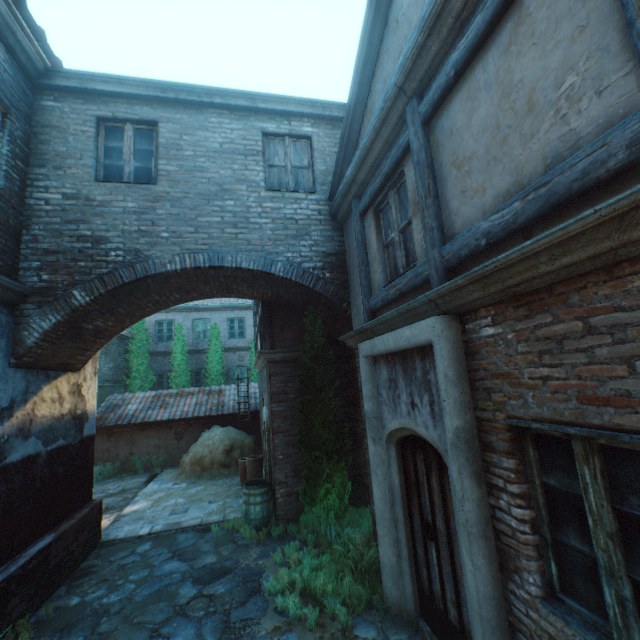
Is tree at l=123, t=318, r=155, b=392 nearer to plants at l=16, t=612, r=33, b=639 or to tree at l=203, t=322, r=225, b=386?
tree at l=203, t=322, r=225, b=386

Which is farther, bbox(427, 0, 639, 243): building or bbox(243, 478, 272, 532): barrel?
bbox(243, 478, 272, 532): barrel

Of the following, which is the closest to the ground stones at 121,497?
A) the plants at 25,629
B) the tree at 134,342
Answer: the plants at 25,629

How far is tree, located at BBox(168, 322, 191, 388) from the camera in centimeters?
1722cm

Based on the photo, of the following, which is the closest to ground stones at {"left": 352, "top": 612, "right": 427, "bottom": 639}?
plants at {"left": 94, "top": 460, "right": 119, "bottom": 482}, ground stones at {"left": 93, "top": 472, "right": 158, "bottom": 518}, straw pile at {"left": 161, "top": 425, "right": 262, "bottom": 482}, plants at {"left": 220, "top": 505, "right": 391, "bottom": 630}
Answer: plants at {"left": 220, "top": 505, "right": 391, "bottom": 630}

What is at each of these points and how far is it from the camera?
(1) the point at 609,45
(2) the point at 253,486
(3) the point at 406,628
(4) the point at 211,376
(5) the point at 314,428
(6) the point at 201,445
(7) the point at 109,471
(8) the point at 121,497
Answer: (1) building, 1.8 meters
(2) barrel, 7.2 meters
(3) ground stones, 4.1 meters
(4) tree, 17.4 meters
(5) tree, 6.5 meters
(6) straw pile, 12.2 meters
(7) plants, 12.8 meters
(8) ground stones, 10.3 meters

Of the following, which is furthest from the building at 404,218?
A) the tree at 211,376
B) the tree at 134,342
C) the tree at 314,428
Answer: the tree at 211,376

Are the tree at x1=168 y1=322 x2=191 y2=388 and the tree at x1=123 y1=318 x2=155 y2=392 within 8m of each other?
yes
